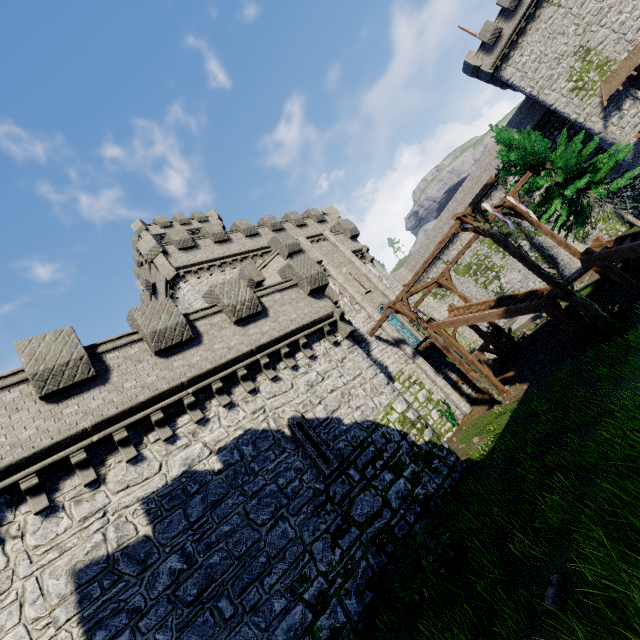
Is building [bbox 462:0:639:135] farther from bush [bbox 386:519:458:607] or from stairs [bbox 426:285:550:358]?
bush [bbox 386:519:458:607]

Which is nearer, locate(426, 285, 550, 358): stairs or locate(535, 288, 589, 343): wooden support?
locate(535, 288, 589, 343): wooden support

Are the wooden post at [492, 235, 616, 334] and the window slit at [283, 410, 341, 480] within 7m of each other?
no

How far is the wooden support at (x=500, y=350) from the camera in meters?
17.9 m

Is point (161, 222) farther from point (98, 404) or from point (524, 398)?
point (524, 398)

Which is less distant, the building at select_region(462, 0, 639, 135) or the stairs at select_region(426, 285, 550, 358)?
the stairs at select_region(426, 285, 550, 358)

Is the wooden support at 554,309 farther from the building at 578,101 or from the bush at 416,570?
the building at 578,101

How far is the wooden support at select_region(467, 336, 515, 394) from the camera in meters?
17.9
